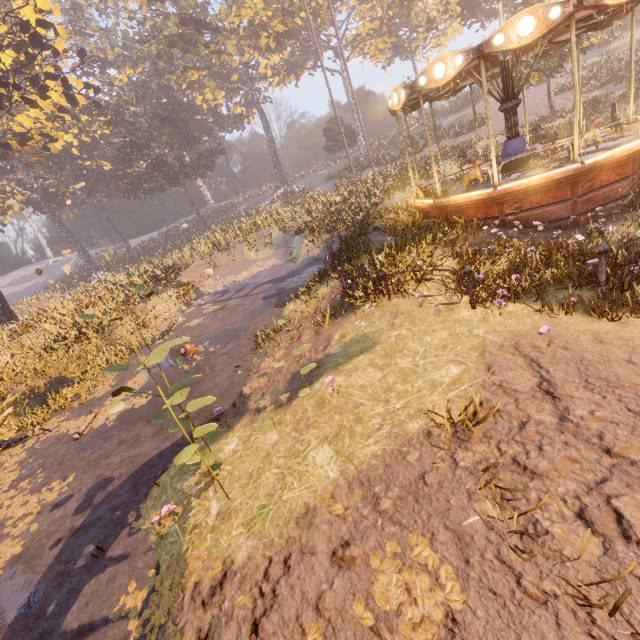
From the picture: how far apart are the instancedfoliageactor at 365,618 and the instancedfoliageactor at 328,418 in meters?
1.7

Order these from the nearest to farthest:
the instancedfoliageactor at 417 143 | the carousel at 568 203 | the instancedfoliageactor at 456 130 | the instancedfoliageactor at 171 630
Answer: the instancedfoliageactor at 171 630, the carousel at 568 203, the instancedfoliageactor at 456 130, the instancedfoliageactor at 417 143

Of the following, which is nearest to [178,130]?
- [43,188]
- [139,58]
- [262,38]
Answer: [262,38]

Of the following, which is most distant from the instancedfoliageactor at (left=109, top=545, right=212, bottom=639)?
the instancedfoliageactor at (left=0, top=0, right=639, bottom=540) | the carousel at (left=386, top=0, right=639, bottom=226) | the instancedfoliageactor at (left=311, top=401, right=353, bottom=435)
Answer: the instancedfoliageactor at (left=0, top=0, right=639, bottom=540)

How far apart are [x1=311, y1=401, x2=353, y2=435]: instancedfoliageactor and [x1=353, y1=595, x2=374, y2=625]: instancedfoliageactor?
1.7 meters

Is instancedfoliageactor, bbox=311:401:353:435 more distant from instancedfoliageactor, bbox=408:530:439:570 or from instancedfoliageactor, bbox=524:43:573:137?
instancedfoliageactor, bbox=524:43:573:137

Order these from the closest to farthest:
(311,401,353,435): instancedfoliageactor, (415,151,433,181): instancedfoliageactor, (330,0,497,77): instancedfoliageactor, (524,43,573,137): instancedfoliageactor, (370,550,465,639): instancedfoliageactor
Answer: (370,550,465,639): instancedfoliageactor
(311,401,353,435): instancedfoliageactor
(524,43,573,137): instancedfoliageactor
(415,151,433,181): instancedfoliageactor
(330,0,497,77): instancedfoliageactor
